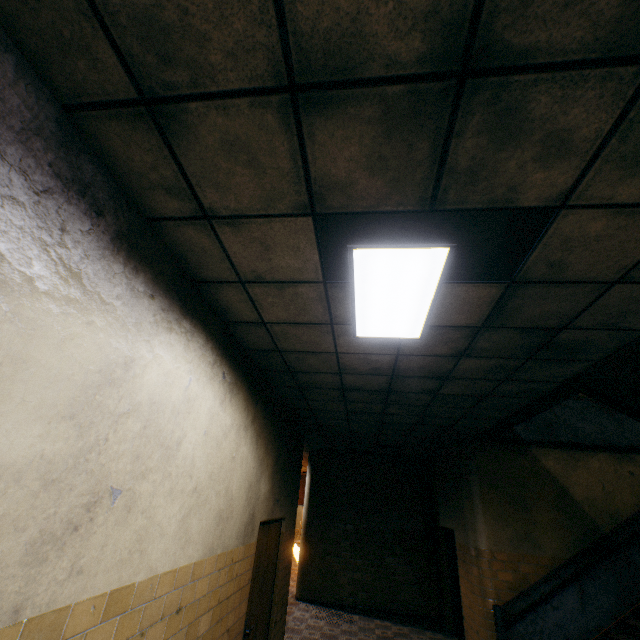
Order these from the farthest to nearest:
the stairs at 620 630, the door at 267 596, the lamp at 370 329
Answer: the stairs at 620 630 < the door at 267 596 < the lamp at 370 329

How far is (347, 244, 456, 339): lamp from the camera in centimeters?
211cm

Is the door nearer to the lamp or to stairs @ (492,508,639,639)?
the lamp

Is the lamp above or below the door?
above

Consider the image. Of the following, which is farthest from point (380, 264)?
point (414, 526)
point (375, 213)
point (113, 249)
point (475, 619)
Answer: point (414, 526)

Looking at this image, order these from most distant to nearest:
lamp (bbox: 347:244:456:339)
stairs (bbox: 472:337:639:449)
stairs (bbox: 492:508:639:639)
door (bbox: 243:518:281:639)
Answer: stairs (bbox: 492:508:639:639), door (bbox: 243:518:281:639), stairs (bbox: 472:337:639:449), lamp (bbox: 347:244:456:339)

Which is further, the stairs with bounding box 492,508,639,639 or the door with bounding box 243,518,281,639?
the stairs with bounding box 492,508,639,639

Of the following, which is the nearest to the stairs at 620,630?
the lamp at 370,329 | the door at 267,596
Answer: the lamp at 370,329
